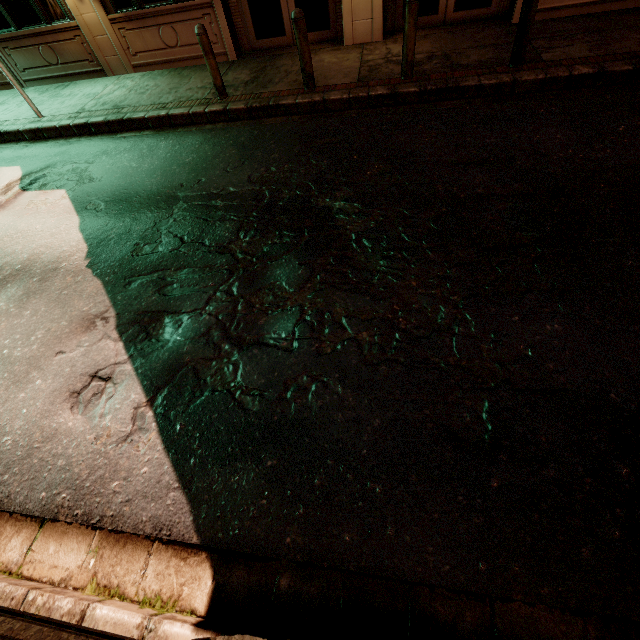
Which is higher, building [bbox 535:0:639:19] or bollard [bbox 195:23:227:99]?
bollard [bbox 195:23:227:99]

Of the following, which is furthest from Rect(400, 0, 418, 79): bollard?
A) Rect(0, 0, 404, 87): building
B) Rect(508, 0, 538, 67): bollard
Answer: Rect(0, 0, 404, 87): building

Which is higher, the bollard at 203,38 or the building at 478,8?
the bollard at 203,38

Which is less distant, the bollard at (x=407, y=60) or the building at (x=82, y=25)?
the bollard at (x=407, y=60)

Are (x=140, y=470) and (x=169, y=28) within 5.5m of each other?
no

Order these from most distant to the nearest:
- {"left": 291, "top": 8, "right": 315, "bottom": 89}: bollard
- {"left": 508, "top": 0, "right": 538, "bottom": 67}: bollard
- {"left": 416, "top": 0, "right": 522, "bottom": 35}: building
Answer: {"left": 416, "top": 0, "right": 522, "bottom": 35}: building → {"left": 291, "top": 8, "right": 315, "bottom": 89}: bollard → {"left": 508, "top": 0, "right": 538, "bottom": 67}: bollard

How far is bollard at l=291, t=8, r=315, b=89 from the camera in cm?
590

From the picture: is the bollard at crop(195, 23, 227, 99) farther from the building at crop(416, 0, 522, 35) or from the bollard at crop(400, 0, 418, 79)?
the bollard at crop(400, 0, 418, 79)
